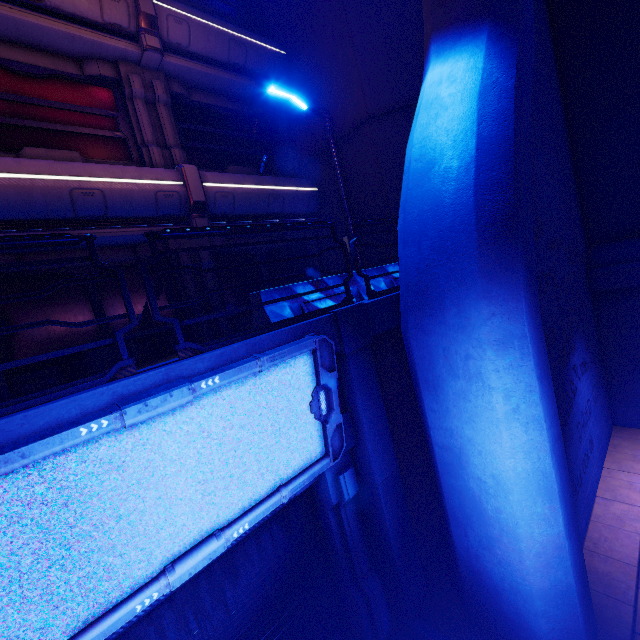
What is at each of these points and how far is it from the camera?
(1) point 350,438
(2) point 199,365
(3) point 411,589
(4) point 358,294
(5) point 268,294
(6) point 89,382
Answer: (1) beam, 4.5m
(2) beam, 3.0m
(3) column, 4.7m
(4) fence, 6.0m
(5) fence, 4.7m
(6) railing, 2.6m

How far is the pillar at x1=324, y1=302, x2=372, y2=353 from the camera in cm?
425

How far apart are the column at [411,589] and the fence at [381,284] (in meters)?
2.03

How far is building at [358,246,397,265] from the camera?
9.95m

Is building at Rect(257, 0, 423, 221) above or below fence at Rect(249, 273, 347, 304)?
above

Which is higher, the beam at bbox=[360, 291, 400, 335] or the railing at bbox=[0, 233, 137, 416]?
the railing at bbox=[0, 233, 137, 416]

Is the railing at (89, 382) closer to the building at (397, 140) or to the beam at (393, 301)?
the beam at (393, 301)

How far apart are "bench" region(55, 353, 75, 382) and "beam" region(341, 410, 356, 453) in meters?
5.1
